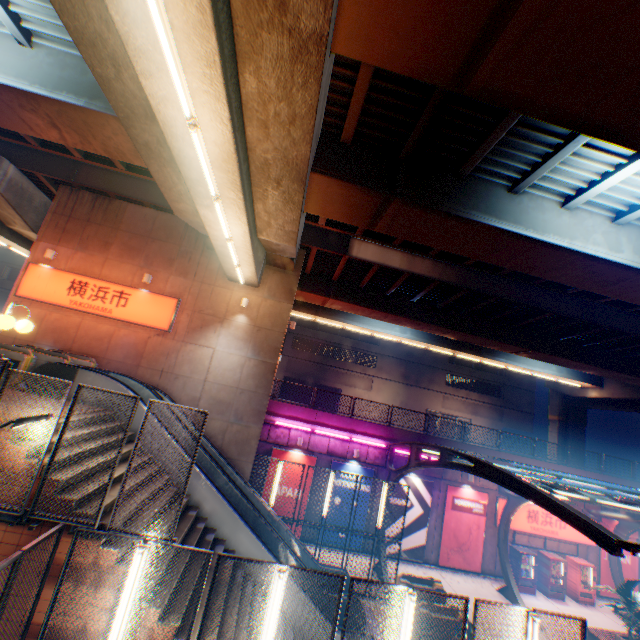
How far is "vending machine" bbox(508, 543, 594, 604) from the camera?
18.0 meters

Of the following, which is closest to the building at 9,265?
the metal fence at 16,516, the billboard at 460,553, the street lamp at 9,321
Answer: the metal fence at 16,516

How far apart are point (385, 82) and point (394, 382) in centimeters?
3739cm

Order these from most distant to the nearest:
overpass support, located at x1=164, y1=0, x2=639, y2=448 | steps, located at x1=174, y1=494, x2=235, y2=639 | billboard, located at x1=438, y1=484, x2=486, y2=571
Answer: billboard, located at x1=438, y1=484, x2=486, y2=571
steps, located at x1=174, y1=494, x2=235, y2=639
overpass support, located at x1=164, y1=0, x2=639, y2=448

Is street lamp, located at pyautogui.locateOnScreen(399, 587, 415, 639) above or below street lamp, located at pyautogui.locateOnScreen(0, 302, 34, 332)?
below

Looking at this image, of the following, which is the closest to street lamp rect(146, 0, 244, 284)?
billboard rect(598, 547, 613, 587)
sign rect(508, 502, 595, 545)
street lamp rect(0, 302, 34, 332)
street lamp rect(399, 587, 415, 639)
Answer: street lamp rect(0, 302, 34, 332)

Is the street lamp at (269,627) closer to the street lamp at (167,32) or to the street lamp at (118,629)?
the street lamp at (118,629)

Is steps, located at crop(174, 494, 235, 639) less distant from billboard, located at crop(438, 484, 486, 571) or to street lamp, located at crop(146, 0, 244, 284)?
street lamp, located at crop(146, 0, 244, 284)
